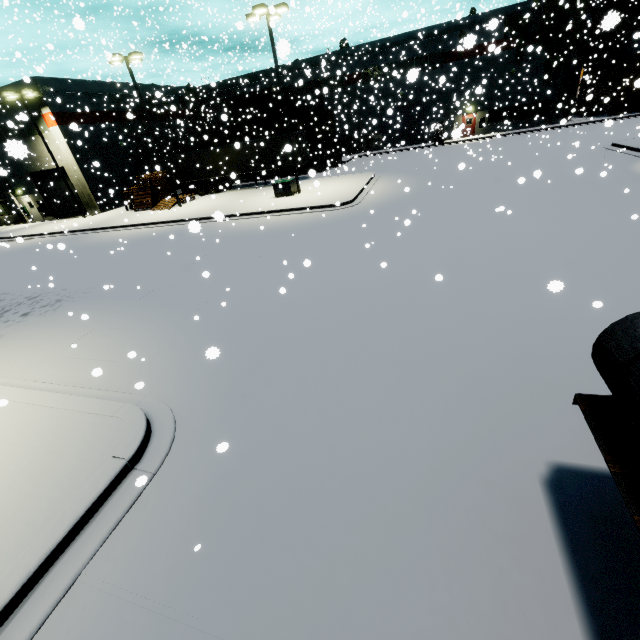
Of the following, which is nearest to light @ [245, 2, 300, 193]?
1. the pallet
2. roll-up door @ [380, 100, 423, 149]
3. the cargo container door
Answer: the cargo container door

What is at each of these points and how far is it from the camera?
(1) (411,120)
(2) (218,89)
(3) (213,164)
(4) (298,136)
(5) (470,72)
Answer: (1) roll-up door, 38.8m
(2) building, 42.6m
(3) semi trailer, 32.6m
(4) semi trailer, 29.1m
(5) building, 34.8m

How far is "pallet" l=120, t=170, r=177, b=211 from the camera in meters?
27.3 m

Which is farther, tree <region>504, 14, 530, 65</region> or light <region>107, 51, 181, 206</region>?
tree <region>504, 14, 530, 65</region>

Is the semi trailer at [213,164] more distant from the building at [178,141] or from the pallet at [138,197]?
the pallet at [138,197]

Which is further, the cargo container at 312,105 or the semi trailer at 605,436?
the cargo container at 312,105

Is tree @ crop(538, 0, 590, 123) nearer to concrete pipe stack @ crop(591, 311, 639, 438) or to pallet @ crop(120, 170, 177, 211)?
concrete pipe stack @ crop(591, 311, 639, 438)

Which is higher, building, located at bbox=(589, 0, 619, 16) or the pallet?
building, located at bbox=(589, 0, 619, 16)
